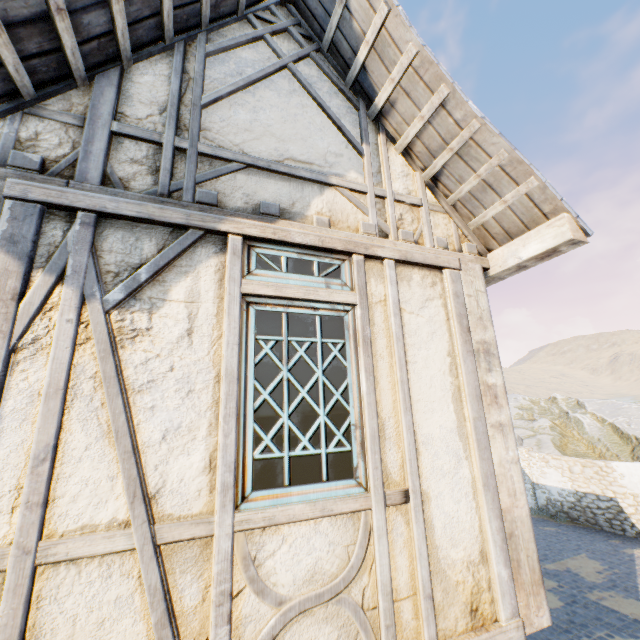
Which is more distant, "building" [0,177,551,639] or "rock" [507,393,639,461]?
"rock" [507,393,639,461]

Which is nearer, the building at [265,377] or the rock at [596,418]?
the building at [265,377]

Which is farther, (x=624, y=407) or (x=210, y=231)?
(x=624, y=407)
